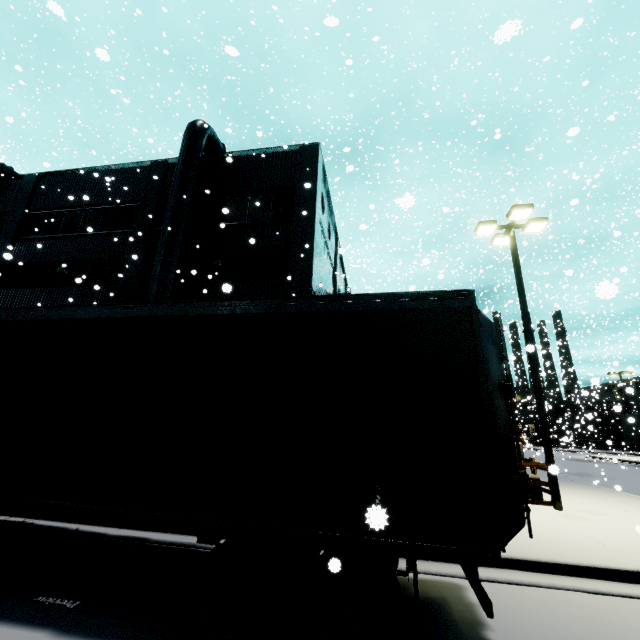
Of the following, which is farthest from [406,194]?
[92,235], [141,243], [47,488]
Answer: [92,235]

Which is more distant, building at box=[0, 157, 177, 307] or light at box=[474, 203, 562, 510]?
building at box=[0, 157, 177, 307]

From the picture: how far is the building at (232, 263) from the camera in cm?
1359

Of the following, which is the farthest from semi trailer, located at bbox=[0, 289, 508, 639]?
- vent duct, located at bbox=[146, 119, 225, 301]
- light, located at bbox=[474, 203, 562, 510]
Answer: light, located at bbox=[474, 203, 562, 510]

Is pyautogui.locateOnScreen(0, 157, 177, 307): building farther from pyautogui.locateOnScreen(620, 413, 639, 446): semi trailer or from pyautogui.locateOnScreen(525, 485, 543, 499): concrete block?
pyautogui.locateOnScreen(525, 485, 543, 499): concrete block

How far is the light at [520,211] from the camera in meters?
9.6 m

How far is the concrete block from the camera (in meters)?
10.28

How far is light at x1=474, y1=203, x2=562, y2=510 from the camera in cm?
961
